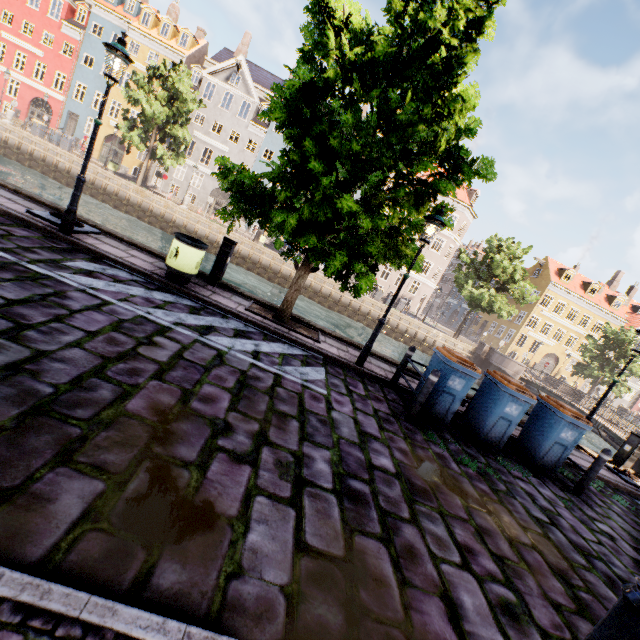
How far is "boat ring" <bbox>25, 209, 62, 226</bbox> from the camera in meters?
6.9 m

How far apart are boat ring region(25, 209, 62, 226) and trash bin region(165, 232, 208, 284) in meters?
2.1

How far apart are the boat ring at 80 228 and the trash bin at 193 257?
2.1m

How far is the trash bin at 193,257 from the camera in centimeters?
683cm

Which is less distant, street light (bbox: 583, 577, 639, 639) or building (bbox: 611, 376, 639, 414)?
street light (bbox: 583, 577, 639, 639)

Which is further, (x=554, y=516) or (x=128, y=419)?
(x=554, y=516)

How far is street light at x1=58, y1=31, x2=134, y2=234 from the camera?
5.9m

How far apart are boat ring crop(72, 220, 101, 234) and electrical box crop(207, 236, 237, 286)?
2.80m
